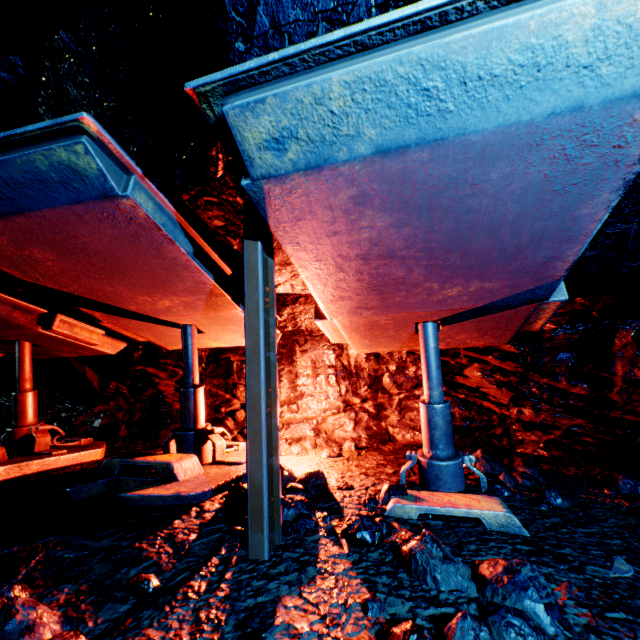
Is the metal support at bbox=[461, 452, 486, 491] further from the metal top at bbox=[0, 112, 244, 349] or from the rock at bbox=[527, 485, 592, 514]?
the metal top at bbox=[0, 112, 244, 349]

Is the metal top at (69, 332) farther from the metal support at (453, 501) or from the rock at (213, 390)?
the metal support at (453, 501)

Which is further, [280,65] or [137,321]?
[137,321]

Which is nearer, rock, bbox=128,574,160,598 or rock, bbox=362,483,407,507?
rock, bbox=128,574,160,598

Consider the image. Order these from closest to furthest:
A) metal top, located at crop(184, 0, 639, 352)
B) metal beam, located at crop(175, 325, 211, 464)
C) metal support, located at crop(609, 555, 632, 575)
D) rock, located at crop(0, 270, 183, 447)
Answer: metal top, located at crop(184, 0, 639, 352), metal support, located at crop(609, 555, 632, 575), metal beam, located at crop(175, 325, 211, 464), rock, located at crop(0, 270, 183, 447)

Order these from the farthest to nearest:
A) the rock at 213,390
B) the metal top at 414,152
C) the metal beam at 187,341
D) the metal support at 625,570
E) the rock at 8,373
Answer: the rock at 8,373 < the rock at 213,390 < the metal beam at 187,341 < the metal support at 625,570 < the metal top at 414,152

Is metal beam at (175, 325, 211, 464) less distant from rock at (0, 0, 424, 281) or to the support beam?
rock at (0, 0, 424, 281)

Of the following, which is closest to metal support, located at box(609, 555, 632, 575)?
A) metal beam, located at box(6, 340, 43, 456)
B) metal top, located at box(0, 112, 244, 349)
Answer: metal top, located at box(0, 112, 244, 349)
